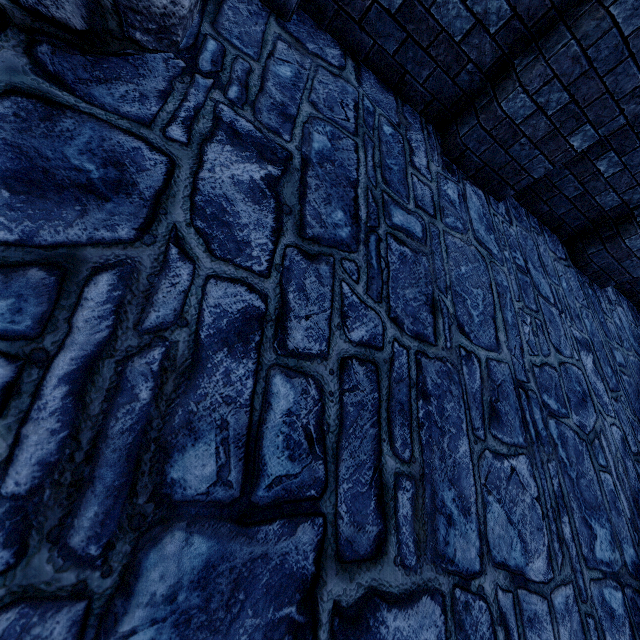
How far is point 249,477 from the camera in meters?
1.1
